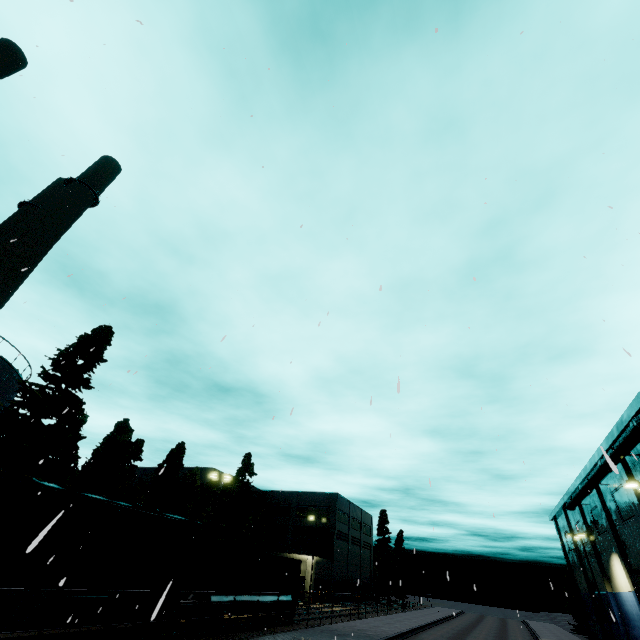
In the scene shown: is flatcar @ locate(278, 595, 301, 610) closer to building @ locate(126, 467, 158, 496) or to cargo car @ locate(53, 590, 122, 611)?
cargo car @ locate(53, 590, 122, 611)

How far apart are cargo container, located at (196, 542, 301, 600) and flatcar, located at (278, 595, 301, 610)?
0.02m

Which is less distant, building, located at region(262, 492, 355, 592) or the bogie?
the bogie

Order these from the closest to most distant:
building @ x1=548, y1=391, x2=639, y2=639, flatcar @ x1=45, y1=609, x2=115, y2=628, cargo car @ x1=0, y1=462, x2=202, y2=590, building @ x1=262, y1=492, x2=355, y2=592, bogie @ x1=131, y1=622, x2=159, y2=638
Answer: cargo car @ x1=0, y1=462, x2=202, y2=590 < flatcar @ x1=45, y1=609, x2=115, y2=628 < bogie @ x1=131, y1=622, x2=159, y2=638 < building @ x1=548, y1=391, x2=639, y2=639 < building @ x1=262, y1=492, x2=355, y2=592

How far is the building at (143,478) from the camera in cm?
5622

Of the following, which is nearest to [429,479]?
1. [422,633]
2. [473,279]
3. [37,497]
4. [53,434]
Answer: [473,279]

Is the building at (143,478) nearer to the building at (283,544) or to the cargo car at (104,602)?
the building at (283,544)
